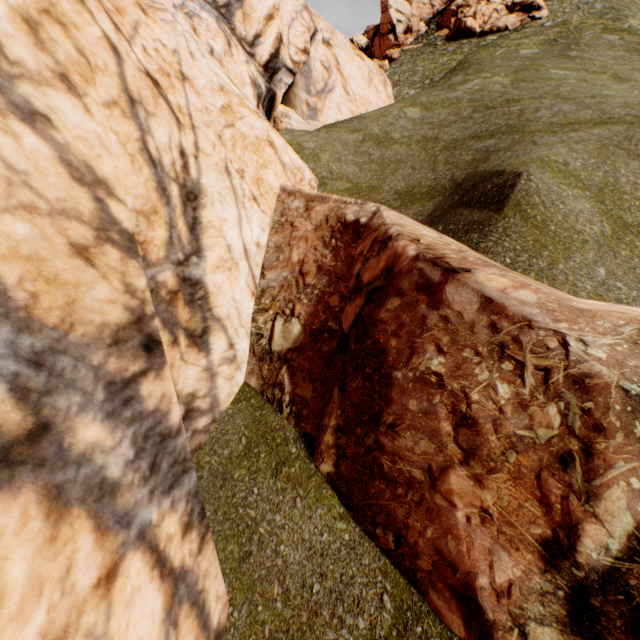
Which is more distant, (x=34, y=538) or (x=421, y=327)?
(x=421, y=327)
